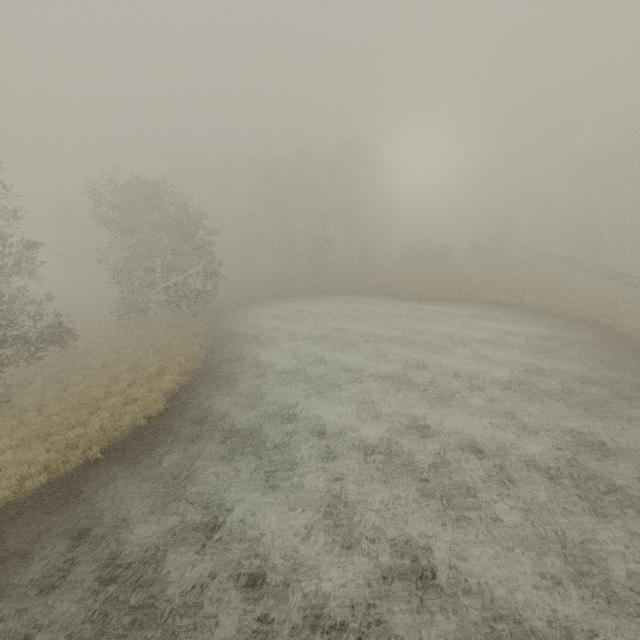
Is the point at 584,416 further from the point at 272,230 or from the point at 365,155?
the point at 272,230
